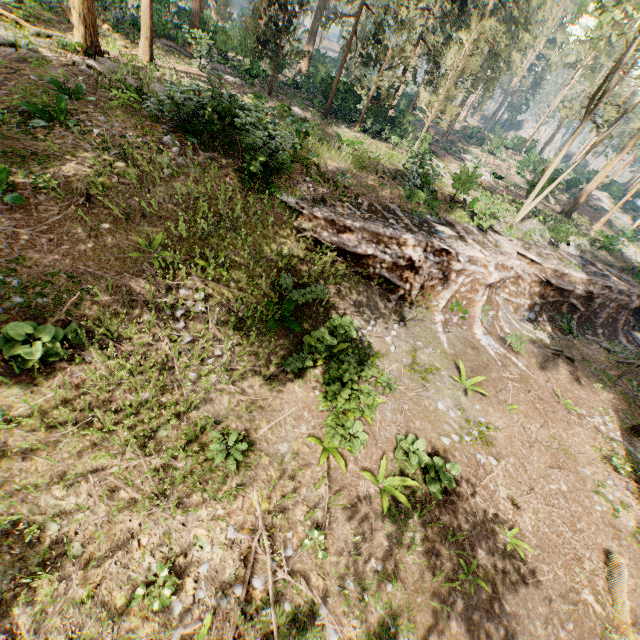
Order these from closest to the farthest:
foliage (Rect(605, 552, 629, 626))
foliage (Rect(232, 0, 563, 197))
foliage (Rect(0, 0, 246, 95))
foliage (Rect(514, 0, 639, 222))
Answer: foliage (Rect(605, 552, 629, 626)) < foliage (Rect(0, 0, 246, 95)) < foliage (Rect(514, 0, 639, 222)) < foliage (Rect(232, 0, 563, 197))

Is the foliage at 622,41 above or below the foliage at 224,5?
above

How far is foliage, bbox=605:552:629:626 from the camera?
8.4 meters

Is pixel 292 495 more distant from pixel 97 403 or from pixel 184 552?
pixel 97 403

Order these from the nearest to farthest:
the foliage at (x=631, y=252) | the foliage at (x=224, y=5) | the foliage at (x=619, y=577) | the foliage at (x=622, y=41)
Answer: the foliage at (x=619, y=577)
the foliage at (x=622, y=41)
the foliage at (x=224, y=5)
the foliage at (x=631, y=252)

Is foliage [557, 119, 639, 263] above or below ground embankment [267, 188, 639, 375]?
above

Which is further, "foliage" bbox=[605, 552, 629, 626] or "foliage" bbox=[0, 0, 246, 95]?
"foliage" bbox=[0, 0, 246, 95]
